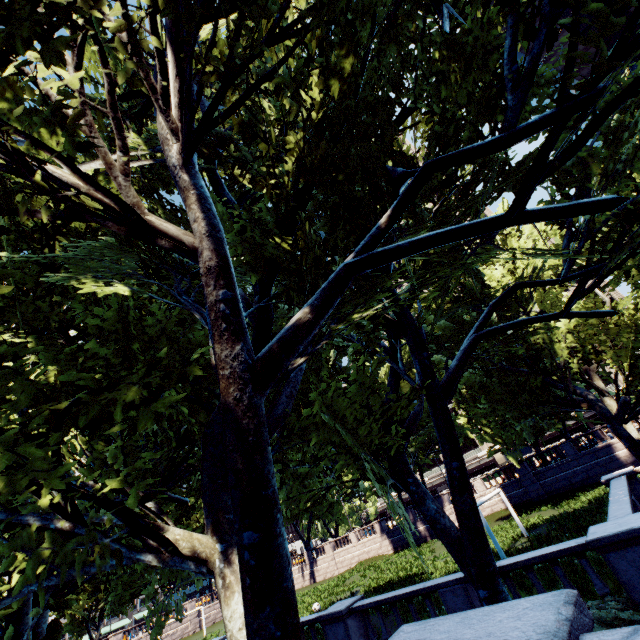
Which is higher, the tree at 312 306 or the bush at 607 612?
the tree at 312 306

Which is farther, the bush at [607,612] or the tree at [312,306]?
the bush at [607,612]

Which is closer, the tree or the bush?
the tree

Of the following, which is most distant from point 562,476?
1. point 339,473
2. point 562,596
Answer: point 562,596

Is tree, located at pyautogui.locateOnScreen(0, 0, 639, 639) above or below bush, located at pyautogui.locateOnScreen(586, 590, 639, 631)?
above
